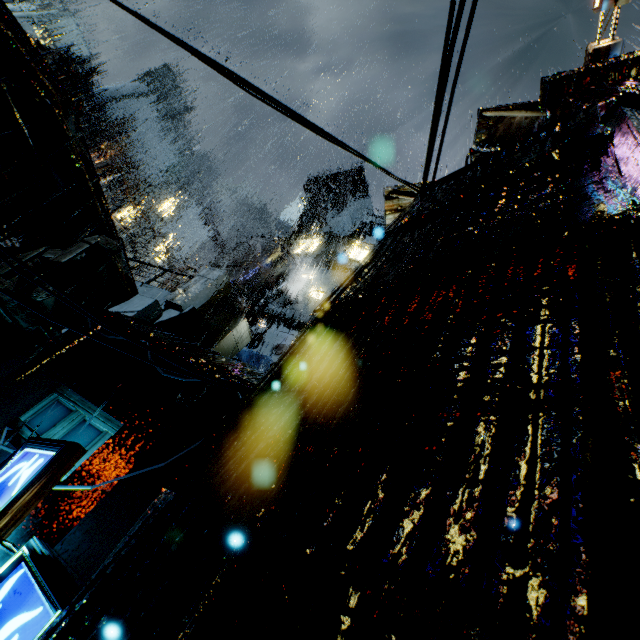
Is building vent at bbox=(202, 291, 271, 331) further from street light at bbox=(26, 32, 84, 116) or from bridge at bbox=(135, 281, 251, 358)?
street light at bbox=(26, 32, 84, 116)

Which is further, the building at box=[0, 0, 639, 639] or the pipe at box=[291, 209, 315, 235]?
the pipe at box=[291, 209, 315, 235]

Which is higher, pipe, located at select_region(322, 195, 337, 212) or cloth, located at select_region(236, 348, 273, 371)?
pipe, located at select_region(322, 195, 337, 212)

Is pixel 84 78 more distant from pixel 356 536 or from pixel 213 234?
pixel 356 536

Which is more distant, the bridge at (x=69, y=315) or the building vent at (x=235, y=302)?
the building vent at (x=235, y=302)

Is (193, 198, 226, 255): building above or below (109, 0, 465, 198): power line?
above

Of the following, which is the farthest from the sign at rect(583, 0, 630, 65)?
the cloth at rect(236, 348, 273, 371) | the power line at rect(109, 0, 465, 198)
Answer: the cloth at rect(236, 348, 273, 371)

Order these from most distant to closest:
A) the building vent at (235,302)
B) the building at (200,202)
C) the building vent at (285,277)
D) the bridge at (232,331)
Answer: the building at (200,202), the building vent at (285,277), the building vent at (235,302), the bridge at (232,331)
